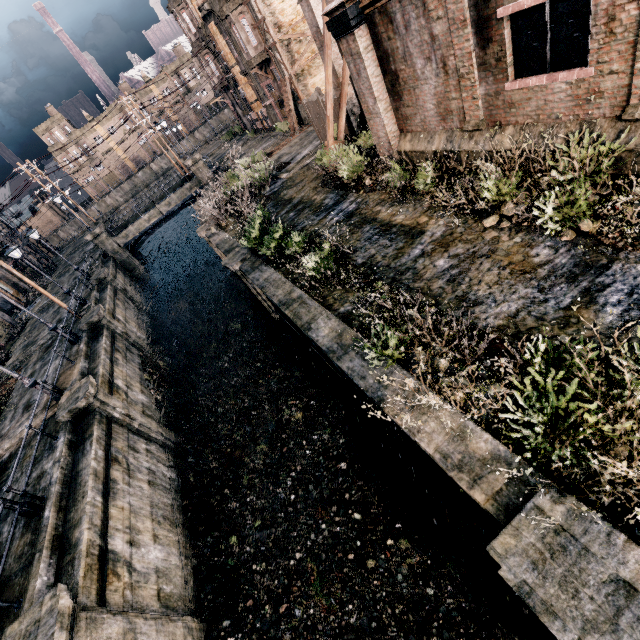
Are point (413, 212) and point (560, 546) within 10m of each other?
no

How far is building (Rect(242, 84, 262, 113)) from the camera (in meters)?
38.03

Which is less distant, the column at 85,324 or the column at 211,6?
the column at 85,324

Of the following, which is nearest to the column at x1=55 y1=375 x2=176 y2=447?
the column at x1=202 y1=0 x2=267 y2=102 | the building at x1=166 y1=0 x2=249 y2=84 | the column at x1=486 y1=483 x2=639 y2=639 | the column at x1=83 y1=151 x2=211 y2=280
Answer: the column at x1=486 y1=483 x2=639 y2=639

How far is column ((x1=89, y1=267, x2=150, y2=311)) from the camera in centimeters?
2717cm

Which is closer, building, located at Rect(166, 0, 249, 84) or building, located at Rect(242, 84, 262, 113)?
building, located at Rect(166, 0, 249, 84)

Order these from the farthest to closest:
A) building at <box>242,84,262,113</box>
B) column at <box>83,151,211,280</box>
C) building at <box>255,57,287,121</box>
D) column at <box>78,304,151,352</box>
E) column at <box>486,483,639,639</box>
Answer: building at <box>242,84,262,113</box>
column at <box>83,151,211,280</box>
building at <box>255,57,287,121</box>
column at <box>78,304,151,352</box>
column at <box>486,483,639,639</box>

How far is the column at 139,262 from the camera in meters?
33.9 m
